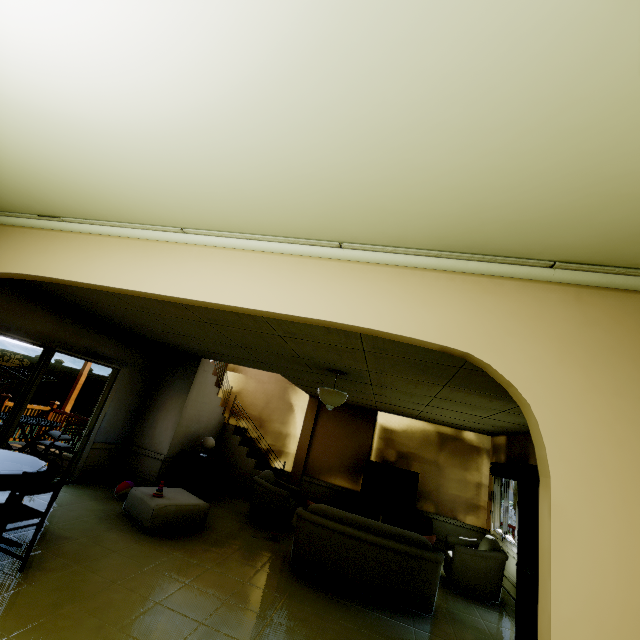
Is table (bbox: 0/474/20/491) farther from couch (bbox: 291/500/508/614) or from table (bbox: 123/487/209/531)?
couch (bbox: 291/500/508/614)

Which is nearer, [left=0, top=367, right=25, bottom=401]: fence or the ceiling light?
the ceiling light

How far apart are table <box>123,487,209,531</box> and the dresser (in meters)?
0.92

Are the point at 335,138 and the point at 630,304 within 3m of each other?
yes

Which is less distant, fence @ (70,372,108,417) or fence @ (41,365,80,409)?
fence @ (41,365,80,409)

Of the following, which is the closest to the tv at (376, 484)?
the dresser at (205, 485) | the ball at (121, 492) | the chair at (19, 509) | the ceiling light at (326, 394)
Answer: the dresser at (205, 485)

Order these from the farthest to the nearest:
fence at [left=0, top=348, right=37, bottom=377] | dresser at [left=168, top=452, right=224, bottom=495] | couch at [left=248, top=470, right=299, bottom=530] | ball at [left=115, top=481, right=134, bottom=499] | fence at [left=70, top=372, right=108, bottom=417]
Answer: fence at [left=70, top=372, right=108, bottom=417]
fence at [left=0, top=348, right=37, bottom=377]
dresser at [left=168, top=452, right=224, bottom=495]
couch at [left=248, top=470, right=299, bottom=530]
ball at [left=115, top=481, right=134, bottom=499]

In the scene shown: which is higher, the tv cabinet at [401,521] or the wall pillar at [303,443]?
the wall pillar at [303,443]
